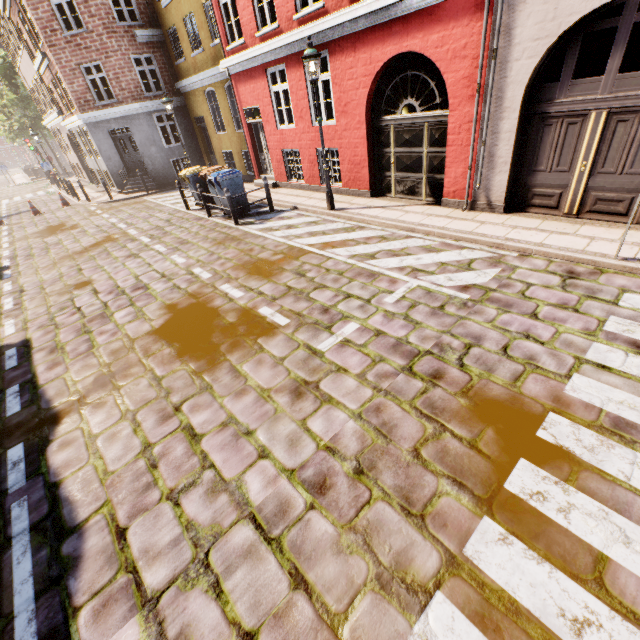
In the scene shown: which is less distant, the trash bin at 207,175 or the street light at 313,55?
the street light at 313,55

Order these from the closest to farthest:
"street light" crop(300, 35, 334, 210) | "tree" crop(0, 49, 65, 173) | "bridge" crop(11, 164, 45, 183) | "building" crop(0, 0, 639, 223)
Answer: "building" crop(0, 0, 639, 223) → "street light" crop(300, 35, 334, 210) → "tree" crop(0, 49, 65, 173) → "bridge" crop(11, 164, 45, 183)

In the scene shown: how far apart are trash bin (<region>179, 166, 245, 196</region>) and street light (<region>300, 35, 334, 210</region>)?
4.0m

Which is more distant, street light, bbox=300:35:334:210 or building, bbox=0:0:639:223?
street light, bbox=300:35:334:210

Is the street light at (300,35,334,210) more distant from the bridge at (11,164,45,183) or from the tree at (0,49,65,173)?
the bridge at (11,164,45,183)

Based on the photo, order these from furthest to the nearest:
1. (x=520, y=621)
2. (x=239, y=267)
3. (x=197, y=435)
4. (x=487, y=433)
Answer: (x=239, y=267), (x=197, y=435), (x=487, y=433), (x=520, y=621)

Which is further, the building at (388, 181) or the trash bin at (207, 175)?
the trash bin at (207, 175)

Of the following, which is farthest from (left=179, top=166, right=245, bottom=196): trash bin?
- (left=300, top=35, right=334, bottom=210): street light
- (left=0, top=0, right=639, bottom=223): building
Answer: (left=0, top=0, right=639, bottom=223): building
